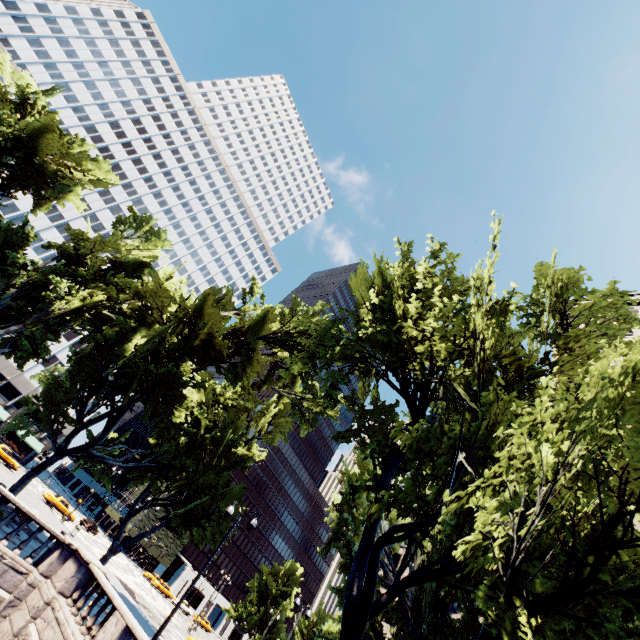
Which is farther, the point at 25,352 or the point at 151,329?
the point at 25,352

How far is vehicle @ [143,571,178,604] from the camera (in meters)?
56.91

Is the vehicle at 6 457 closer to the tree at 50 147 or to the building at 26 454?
the building at 26 454

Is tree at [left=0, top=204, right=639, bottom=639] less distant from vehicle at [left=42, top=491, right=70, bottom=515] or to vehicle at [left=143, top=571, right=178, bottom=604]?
vehicle at [left=143, top=571, right=178, bottom=604]

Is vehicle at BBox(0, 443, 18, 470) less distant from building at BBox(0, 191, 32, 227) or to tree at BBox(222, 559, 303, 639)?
building at BBox(0, 191, 32, 227)

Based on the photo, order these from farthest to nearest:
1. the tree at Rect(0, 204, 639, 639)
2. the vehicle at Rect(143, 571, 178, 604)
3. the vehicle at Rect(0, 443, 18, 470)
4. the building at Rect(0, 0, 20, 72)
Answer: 1. the vehicle at Rect(143, 571, 178, 604)
2. the building at Rect(0, 0, 20, 72)
3. the vehicle at Rect(0, 443, 18, 470)
4. the tree at Rect(0, 204, 639, 639)

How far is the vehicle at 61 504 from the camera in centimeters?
4138cm

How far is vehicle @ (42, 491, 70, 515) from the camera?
41.4m
